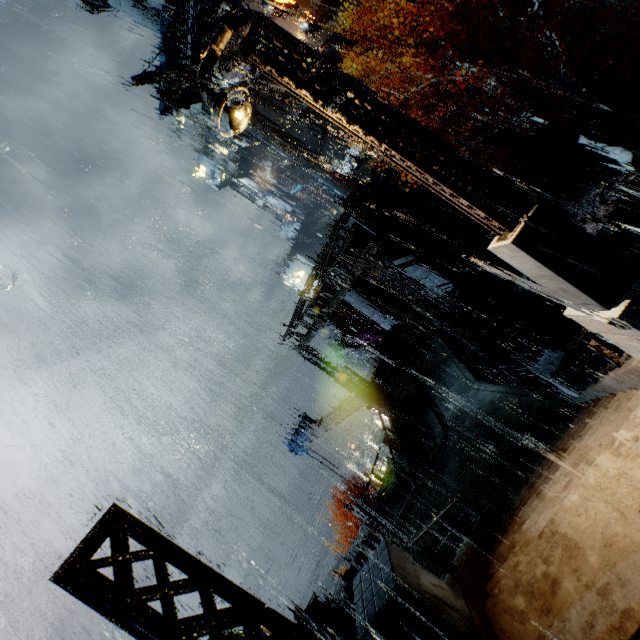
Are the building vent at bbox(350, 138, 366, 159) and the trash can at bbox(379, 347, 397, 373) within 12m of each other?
no

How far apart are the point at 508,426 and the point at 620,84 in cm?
2546

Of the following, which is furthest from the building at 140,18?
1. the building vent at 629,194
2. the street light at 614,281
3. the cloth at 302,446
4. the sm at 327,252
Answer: the cloth at 302,446

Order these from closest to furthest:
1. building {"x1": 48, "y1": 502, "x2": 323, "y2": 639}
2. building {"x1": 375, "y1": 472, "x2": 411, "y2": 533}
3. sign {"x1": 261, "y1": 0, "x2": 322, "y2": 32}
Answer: building {"x1": 48, "y1": 502, "x2": 323, "y2": 639} < building {"x1": 375, "y1": 472, "x2": 411, "y2": 533} < sign {"x1": 261, "y1": 0, "x2": 322, "y2": 32}

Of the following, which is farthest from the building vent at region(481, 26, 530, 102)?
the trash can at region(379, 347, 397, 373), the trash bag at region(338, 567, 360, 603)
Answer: the trash bag at region(338, 567, 360, 603)

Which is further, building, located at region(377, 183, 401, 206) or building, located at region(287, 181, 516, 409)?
building, located at region(377, 183, 401, 206)

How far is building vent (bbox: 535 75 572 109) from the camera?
21.59m

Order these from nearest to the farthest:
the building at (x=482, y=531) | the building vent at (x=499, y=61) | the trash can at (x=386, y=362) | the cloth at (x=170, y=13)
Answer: the building at (x=482, y=531), the trash can at (x=386, y=362), the building vent at (x=499, y=61), the cloth at (x=170, y=13)
